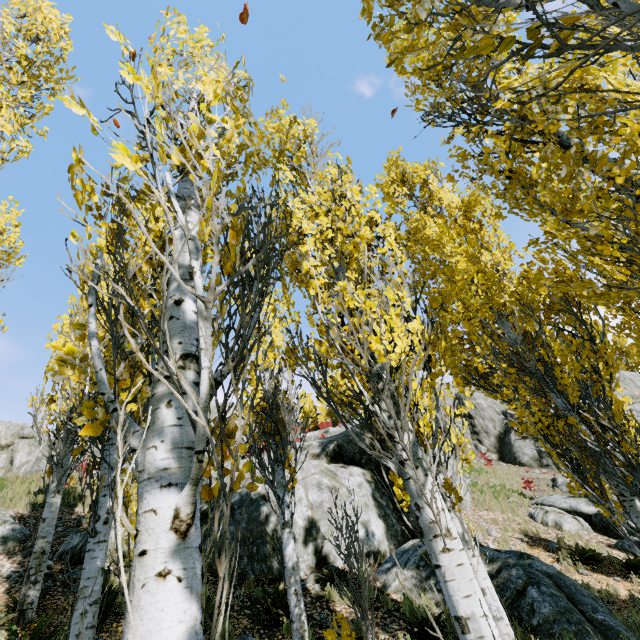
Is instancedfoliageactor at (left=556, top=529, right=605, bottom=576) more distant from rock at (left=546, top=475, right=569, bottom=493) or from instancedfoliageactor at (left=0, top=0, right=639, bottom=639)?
instancedfoliageactor at (left=0, top=0, right=639, bottom=639)

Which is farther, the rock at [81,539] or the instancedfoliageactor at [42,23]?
the rock at [81,539]

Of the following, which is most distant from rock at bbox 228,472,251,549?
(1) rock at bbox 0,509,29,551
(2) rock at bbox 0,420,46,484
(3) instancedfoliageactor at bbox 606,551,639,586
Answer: (2) rock at bbox 0,420,46,484

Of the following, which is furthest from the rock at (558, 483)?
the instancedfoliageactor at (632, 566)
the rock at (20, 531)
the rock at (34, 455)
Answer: the rock at (34, 455)

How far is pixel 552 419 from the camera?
4.77m

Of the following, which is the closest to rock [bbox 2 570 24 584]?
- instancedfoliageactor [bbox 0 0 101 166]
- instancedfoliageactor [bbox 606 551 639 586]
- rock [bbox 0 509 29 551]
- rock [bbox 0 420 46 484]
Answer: instancedfoliageactor [bbox 0 0 101 166]

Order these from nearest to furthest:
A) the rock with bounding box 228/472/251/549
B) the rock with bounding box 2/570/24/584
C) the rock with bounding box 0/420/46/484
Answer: the rock with bounding box 2/570/24/584 < the rock with bounding box 228/472/251/549 < the rock with bounding box 0/420/46/484
